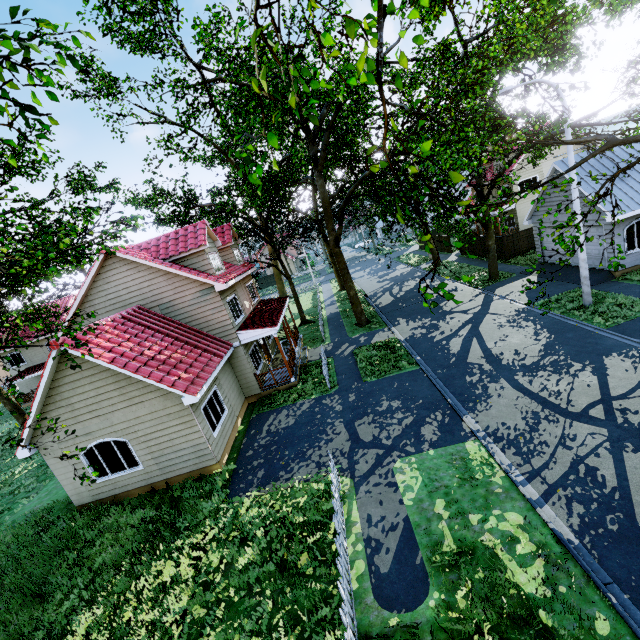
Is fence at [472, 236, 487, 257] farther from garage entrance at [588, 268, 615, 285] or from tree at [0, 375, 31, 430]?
garage entrance at [588, 268, 615, 285]

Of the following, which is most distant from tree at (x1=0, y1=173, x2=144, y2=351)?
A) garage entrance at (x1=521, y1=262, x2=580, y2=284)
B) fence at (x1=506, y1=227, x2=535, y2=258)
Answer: garage entrance at (x1=521, y1=262, x2=580, y2=284)

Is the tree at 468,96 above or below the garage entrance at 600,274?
above

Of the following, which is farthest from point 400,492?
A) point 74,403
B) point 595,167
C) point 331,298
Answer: point 331,298

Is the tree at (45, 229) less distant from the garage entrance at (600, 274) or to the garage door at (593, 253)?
the garage entrance at (600, 274)

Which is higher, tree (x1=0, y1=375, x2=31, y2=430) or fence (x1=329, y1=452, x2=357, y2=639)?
tree (x1=0, y1=375, x2=31, y2=430)

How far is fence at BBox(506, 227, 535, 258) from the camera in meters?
25.9

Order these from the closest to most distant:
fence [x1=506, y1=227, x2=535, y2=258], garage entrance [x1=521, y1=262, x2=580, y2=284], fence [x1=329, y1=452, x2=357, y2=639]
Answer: fence [x1=329, y1=452, x2=357, y2=639] < garage entrance [x1=521, y1=262, x2=580, y2=284] < fence [x1=506, y1=227, x2=535, y2=258]
